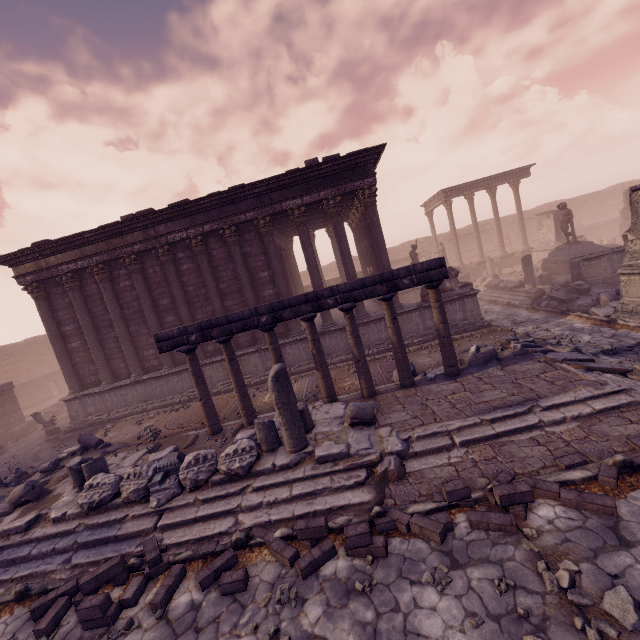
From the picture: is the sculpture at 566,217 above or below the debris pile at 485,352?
above

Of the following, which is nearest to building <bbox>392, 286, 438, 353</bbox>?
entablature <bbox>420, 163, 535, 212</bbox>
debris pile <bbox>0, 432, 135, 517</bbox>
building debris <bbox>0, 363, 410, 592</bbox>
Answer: debris pile <bbox>0, 432, 135, 517</bbox>

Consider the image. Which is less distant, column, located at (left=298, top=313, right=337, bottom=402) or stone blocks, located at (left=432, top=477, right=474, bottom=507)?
stone blocks, located at (left=432, top=477, right=474, bottom=507)

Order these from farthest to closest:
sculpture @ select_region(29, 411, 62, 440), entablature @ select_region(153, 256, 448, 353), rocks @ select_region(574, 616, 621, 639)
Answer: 1. sculpture @ select_region(29, 411, 62, 440)
2. entablature @ select_region(153, 256, 448, 353)
3. rocks @ select_region(574, 616, 621, 639)

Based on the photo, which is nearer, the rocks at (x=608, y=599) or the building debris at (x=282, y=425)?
the rocks at (x=608, y=599)

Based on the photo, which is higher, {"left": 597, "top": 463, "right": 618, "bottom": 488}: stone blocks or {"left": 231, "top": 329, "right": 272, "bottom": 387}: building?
{"left": 231, "top": 329, "right": 272, "bottom": 387}: building

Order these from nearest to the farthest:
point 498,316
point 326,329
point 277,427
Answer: point 277,427, point 326,329, point 498,316

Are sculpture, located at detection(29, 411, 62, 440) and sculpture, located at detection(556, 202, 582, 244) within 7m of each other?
no
